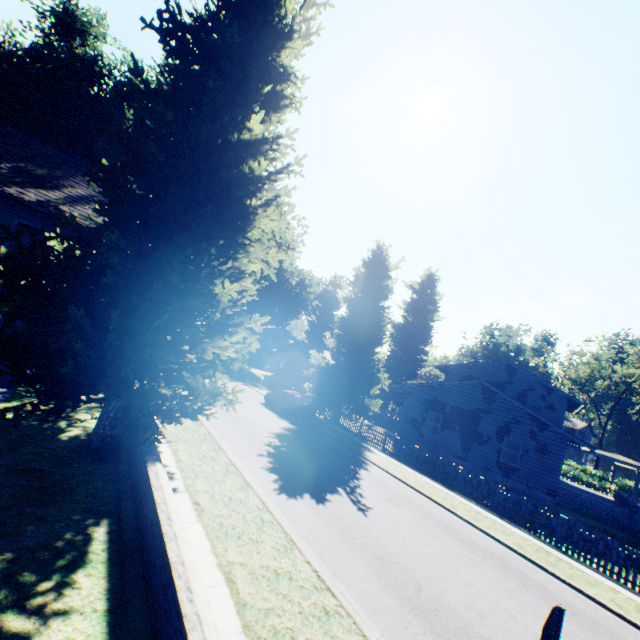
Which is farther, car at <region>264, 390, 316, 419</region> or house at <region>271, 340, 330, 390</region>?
house at <region>271, 340, 330, 390</region>

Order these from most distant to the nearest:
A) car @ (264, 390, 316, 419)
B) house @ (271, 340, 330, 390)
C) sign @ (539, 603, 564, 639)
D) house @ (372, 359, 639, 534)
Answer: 1. house @ (271, 340, 330, 390)
2. car @ (264, 390, 316, 419)
3. house @ (372, 359, 639, 534)
4. sign @ (539, 603, 564, 639)

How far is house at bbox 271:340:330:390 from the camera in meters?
42.6

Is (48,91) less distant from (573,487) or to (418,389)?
(418,389)

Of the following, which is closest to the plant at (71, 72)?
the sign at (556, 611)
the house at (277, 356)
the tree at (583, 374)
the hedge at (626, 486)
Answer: the house at (277, 356)

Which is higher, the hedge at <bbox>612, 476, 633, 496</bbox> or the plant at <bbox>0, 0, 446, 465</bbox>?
the plant at <bbox>0, 0, 446, 465</bbox>

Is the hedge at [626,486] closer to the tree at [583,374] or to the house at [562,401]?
the tree at [583,374]

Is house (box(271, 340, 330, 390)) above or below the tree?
below
